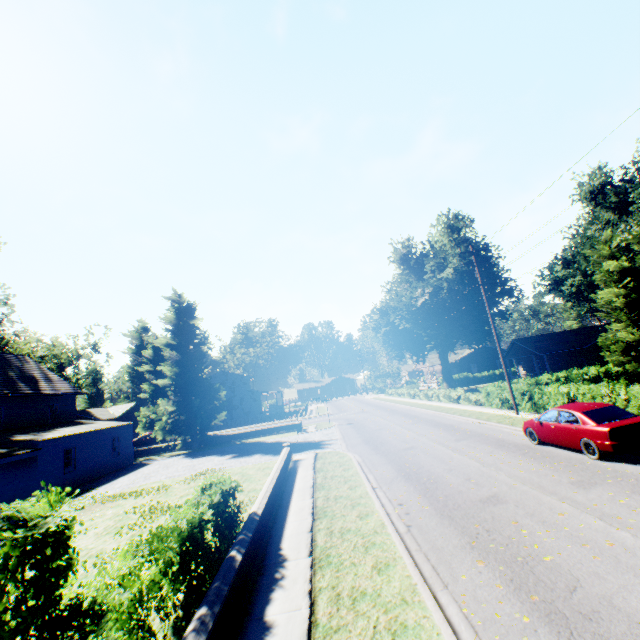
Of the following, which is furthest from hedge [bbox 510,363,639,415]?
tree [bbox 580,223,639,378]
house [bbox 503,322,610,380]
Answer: house [bbox 503,322,610,380]

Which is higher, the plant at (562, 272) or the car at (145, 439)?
the plant at (562, 272)

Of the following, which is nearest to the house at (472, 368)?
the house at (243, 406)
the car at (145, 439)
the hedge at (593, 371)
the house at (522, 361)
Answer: the house at (522, 361)

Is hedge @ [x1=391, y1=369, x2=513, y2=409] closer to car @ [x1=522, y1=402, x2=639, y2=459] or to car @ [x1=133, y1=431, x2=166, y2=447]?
car @ [x1=522, y1=402, x2=639, y2=459]

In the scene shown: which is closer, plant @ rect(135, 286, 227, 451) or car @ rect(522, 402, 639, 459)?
car @ rect(522, 402, 639, 459)

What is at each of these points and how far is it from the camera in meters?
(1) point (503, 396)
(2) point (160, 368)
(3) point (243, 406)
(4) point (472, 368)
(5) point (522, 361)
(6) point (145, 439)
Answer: (1) hedge, 23.1
(2) plant, 32.6
(3) house, 53.3
(4) house, 59.8
(5) house, 50.7
(6) car, 42.0

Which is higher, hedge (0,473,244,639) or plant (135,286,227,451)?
plant (135,286,227,451)

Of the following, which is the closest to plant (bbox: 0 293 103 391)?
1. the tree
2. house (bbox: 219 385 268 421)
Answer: house (bbox: 219 385 268 421)
